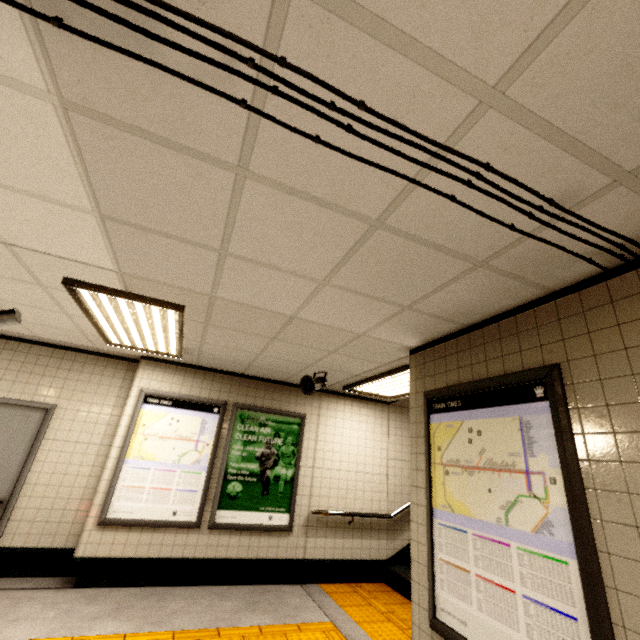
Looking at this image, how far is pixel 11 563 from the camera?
4.14m

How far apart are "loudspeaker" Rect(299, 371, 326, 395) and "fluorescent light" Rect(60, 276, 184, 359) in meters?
1.7 m

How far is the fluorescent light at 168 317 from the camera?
2.9 meters

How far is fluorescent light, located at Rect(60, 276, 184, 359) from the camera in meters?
2.9

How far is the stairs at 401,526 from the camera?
5.2m

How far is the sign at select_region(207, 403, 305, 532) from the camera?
4.8m

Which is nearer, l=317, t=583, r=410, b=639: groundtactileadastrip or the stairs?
l=317, t=583, r=410, b=639: groundtactileadastrip

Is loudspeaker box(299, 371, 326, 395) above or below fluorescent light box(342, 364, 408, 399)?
below
